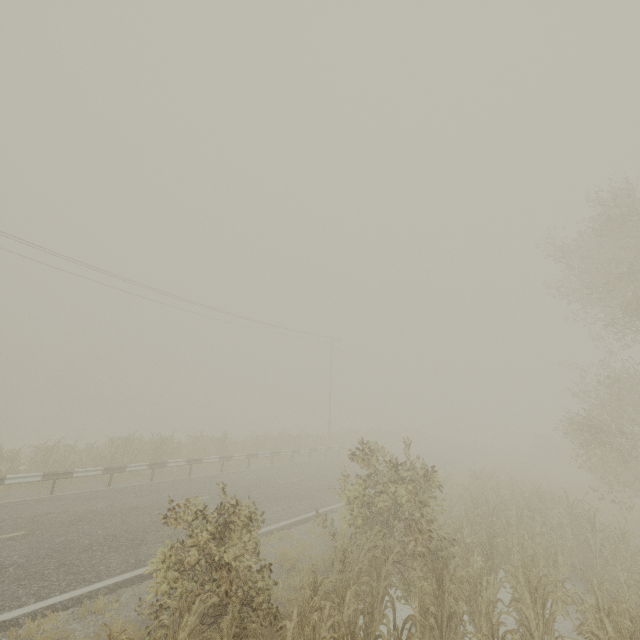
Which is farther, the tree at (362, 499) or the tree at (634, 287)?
the tree at (634, 287)

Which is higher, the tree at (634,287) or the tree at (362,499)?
the tree at (634,287)

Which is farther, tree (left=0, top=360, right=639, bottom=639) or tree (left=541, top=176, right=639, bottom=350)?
tree (left=541, top=176, right=639, bottom=350)

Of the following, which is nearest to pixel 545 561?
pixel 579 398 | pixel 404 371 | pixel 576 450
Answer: pixel 579 398

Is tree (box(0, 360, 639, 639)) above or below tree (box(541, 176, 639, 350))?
below
